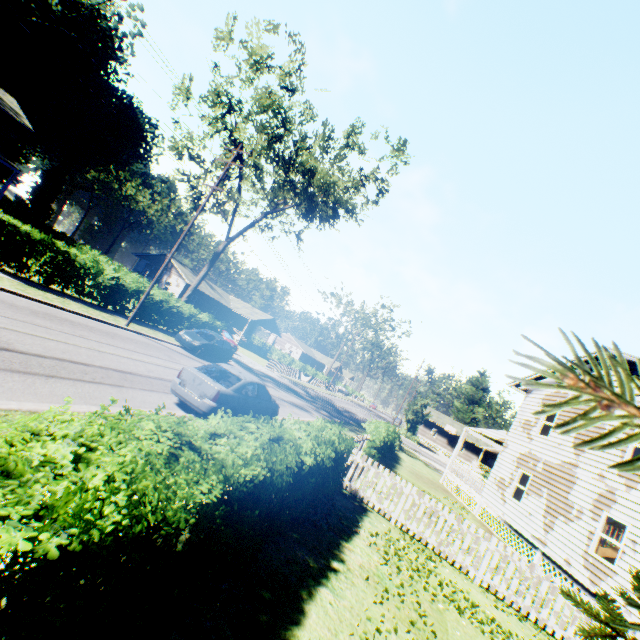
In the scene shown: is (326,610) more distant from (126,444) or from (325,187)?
(325,187)

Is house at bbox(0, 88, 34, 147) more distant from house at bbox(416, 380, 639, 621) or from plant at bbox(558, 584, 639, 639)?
house at bbox(416, 380, 639, 621)

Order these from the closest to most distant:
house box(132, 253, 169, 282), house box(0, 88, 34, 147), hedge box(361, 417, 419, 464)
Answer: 1. hedge box(361, 417, 419, 464)
2. house box(0, 88, 34, 147)
3. house box(132, 253, 169, 282)

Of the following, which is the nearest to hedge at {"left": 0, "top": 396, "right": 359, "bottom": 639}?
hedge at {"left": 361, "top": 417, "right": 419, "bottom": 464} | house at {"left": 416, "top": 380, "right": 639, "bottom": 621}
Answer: hedge at {"left": 361, "top": 417, "right": 419, "bottom": 464}

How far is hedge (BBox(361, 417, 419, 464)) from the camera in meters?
16.6

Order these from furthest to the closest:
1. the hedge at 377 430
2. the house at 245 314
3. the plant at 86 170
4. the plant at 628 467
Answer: the house at 245 314 < the plant at 86 170 < the hedge at 377 430 < the plant at 628 467

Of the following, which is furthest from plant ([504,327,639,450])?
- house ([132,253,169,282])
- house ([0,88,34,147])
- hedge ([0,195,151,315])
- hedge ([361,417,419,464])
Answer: house ([132,253,169,282])

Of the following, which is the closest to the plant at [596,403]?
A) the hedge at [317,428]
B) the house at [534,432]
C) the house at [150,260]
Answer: the house at [534,432]
